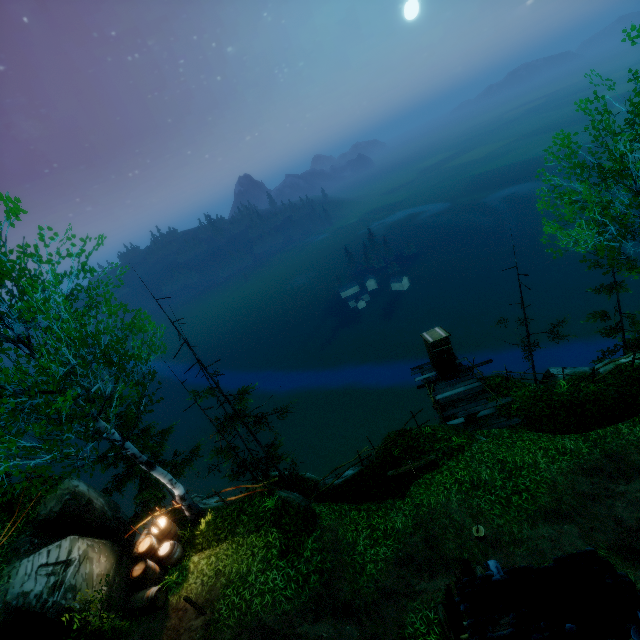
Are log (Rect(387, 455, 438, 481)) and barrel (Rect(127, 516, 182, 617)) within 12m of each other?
yes

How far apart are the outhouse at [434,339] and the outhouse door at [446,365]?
0.0m

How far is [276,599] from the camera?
9.6 meters

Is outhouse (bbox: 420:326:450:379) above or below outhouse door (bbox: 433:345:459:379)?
above

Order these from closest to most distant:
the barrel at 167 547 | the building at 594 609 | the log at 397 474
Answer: the building at 594 609
the barrel at 167 547
the log at 397 474

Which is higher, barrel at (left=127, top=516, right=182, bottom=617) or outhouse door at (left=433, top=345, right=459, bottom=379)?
barrel at (left=127, top=516, right=182, bottom=617)

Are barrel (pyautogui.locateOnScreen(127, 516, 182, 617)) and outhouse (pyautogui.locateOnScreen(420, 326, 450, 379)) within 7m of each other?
no

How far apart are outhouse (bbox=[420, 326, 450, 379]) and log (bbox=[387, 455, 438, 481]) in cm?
566
